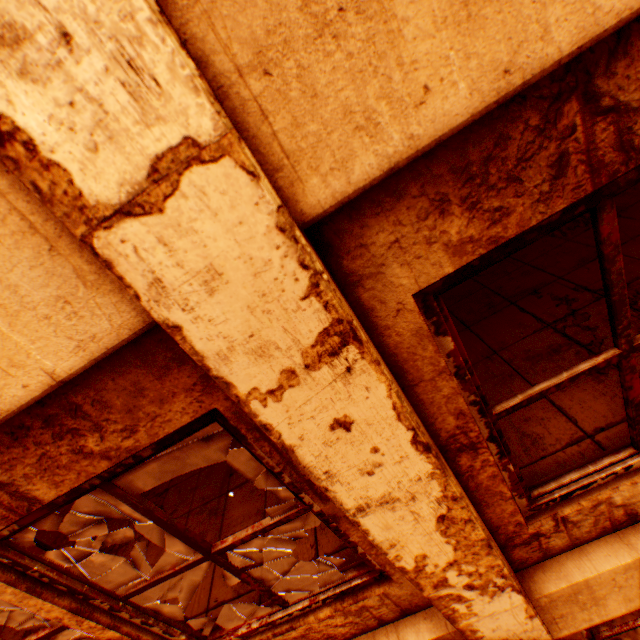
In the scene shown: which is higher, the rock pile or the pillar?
the pillar

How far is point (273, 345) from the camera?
0.81m

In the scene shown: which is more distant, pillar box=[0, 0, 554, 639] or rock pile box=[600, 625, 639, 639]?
rock pile box=[600, 625, 639, 639]

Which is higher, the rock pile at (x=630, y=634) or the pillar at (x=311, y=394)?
the pillar at (x=311, y=394)

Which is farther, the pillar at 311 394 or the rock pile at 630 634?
the rock pile at 630 634
